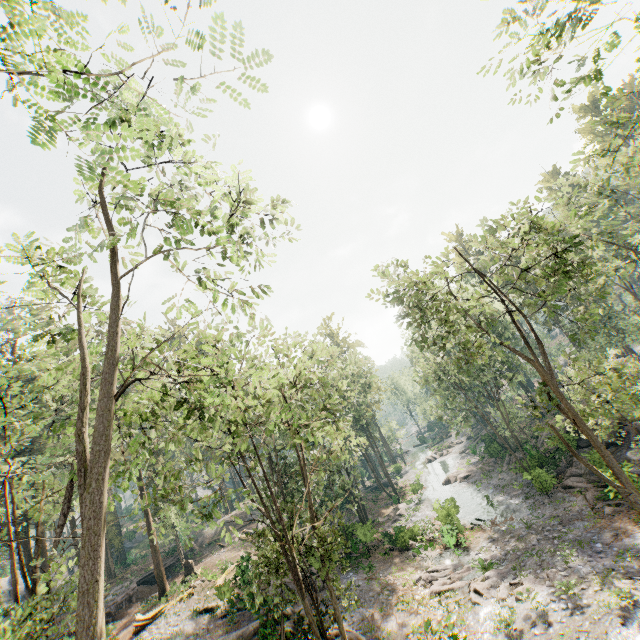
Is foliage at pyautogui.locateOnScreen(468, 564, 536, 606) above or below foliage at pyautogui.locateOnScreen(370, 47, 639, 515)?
below

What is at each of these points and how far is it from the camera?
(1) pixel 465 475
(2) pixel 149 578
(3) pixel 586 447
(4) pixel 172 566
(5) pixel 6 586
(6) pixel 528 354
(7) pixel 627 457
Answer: (1) foliage, 40.6m
(2) ground embankment, 35.6m
(3) rock, 29.0m
(4) ground embankment, 37.8m
(5) rock, 39.8m
(6) foliage, 46.2m
(7) rock, 24.8m

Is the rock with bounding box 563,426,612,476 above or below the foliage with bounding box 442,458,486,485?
above

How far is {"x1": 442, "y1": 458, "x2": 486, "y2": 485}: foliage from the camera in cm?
4016

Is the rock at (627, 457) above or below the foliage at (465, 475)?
above

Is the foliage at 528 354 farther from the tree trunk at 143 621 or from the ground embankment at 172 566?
the tree trunk at 143 621

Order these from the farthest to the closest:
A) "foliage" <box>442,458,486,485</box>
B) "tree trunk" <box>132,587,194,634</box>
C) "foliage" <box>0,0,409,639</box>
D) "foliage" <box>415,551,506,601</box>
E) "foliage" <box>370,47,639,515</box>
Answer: "foliage" <box>442,458,486,485</box> → "tree trunk" <box>132,587,194,634</box> → "foliage" <box>415,551,506,601</box> → "foliage" <box>370,47,639,515</box> → "foliage" <box>0,0,409,639</box>
